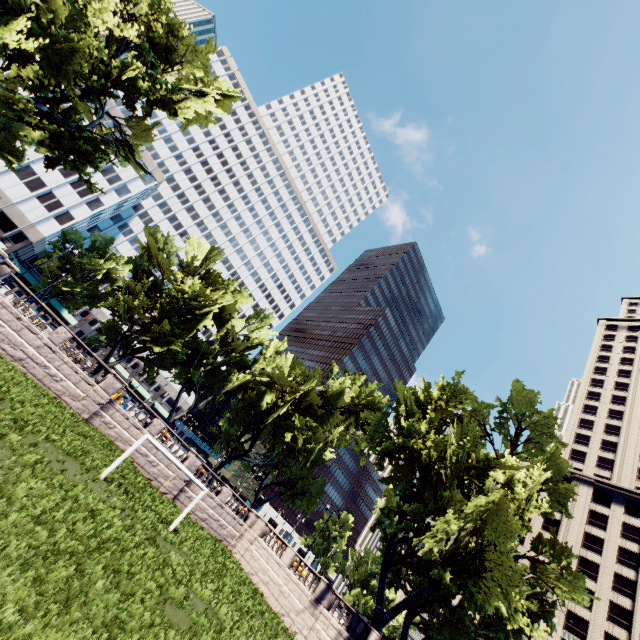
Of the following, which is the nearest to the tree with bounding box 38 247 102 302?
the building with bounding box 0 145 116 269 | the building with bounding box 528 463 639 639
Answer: the building with bounding box 0 145 116 269

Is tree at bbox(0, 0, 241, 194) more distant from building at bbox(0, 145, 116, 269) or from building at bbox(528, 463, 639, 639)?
building at bbox(528, 463, 639, 639)

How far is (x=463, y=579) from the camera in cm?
2278

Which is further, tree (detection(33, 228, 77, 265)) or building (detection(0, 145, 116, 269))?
tree (detection(33, 228, 77, 265))

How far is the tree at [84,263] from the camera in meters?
55.3 m

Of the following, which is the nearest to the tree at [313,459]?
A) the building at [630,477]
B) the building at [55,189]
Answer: the building at [55,189]

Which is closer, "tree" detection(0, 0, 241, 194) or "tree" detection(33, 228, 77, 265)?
"tree" detection(0, 0, 241, 194)
